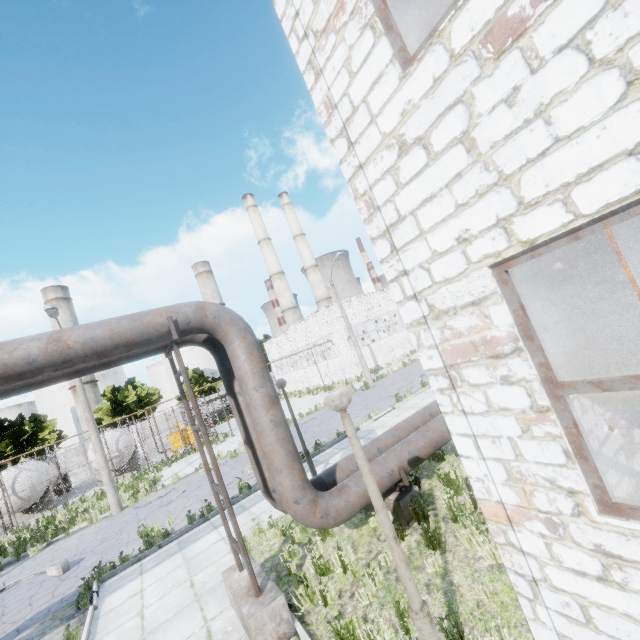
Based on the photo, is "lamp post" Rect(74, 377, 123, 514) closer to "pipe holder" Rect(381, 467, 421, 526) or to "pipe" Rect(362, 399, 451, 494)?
"pipe" Rect(362, 399, 451, 494)

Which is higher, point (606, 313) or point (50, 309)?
point (50, 309)

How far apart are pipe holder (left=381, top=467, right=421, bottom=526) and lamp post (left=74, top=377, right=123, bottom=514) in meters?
14.3

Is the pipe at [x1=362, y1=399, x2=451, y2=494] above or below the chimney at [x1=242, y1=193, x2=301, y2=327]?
below

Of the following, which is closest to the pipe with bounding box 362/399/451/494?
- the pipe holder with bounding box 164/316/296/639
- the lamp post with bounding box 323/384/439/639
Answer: the pipe holder with bounding box 164/316/296/639

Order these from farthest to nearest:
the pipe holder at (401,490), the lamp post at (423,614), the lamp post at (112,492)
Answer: the lamp post at (112,492)
the pipe holder at (401,490)
the lamp post at (423,614)

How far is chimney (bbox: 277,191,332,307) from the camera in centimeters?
5566cm

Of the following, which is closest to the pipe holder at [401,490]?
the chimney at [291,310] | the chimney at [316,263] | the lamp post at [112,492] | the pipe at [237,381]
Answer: the pipe at [237,381]
